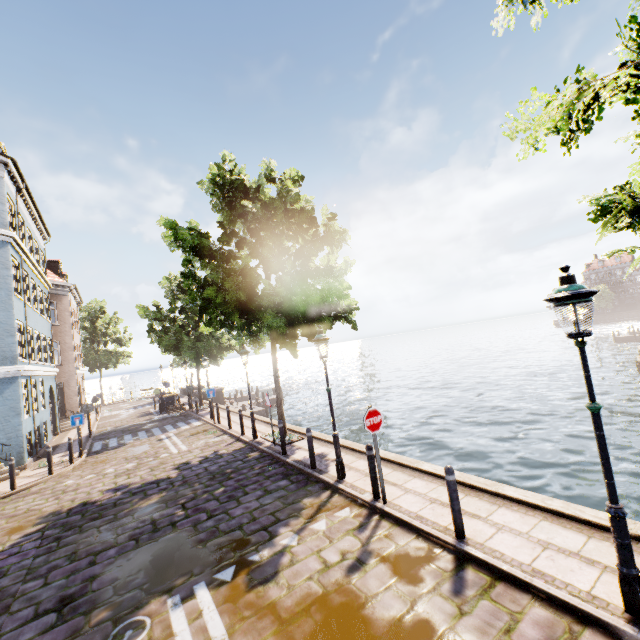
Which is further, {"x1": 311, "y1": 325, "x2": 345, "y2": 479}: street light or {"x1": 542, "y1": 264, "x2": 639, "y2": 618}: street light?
{"x1": 311, "y1": 325, "x2": 345, "y2": 479}: street light

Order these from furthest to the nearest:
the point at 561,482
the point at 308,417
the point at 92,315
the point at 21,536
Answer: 1. the point at 92,315
2. the point at 308,417
3. the point at 561,482
4. the point at 21,536

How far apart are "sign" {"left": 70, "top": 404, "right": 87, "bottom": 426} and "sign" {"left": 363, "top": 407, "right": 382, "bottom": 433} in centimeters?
1504cm

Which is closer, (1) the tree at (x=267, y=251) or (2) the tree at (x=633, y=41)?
(2) the tree at (x=633, y=41)

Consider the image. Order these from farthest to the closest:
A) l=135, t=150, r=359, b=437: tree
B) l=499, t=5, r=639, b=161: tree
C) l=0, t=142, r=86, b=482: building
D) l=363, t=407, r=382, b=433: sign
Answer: l=0, t=142, r=86, b=482: building, l=135, t=150, r=359, b=437: tree, l=363, t=407, r=382, b=433: sign, l=499, t=5, r=639, b=161: tree

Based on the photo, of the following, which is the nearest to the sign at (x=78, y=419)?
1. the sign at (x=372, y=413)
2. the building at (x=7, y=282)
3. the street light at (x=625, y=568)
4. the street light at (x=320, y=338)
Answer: the building at (x=7, y=282)

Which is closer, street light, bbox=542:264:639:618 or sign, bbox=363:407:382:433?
street light, bbox=542:264:639:618

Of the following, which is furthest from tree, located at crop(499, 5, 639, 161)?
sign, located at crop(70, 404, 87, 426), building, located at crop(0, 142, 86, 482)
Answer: sign, located at crop(70, 404, 87, 426)
